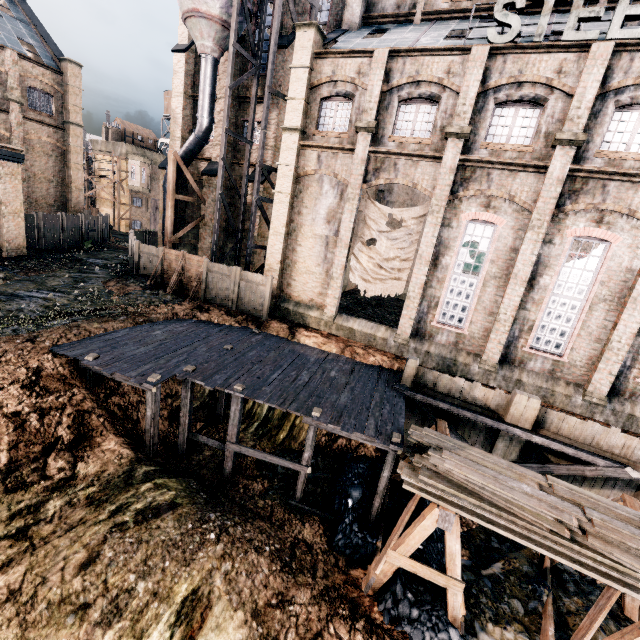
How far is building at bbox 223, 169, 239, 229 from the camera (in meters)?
26.10

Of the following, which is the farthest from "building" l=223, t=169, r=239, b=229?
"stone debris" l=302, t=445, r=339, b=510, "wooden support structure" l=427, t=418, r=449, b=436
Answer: "stone debris" l=302, t=445, r=339, b=510

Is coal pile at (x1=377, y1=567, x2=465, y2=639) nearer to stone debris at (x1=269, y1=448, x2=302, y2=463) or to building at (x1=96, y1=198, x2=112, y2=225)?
stone debris at (x1=269, y1=448, x2=302, y2=463)

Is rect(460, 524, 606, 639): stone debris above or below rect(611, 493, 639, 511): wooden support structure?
below

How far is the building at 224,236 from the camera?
26.91m

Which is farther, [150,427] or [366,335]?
[366,335]

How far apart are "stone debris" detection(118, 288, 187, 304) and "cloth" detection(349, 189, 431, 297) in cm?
1070
